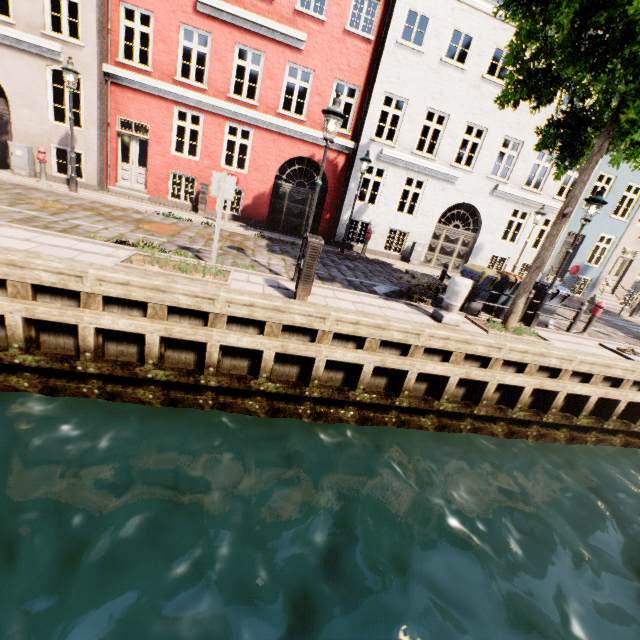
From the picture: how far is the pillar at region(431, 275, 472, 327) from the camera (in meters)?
7.13

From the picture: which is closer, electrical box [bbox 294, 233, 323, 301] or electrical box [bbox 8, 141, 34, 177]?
electrical box [bbox 294, 233, 323, 301]

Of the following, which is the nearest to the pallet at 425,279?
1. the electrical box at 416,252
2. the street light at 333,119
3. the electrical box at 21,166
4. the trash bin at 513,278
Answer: the trash bin at 513,278

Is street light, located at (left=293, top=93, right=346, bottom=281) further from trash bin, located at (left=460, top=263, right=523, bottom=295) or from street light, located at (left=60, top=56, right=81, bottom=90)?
street light, located at (left=60, top=56, right=81, bottom=90)

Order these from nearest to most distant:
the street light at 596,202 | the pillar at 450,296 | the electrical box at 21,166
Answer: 1. the pillar at 450,296
2. the street light at 596,202
3. the electrical box at 21,166

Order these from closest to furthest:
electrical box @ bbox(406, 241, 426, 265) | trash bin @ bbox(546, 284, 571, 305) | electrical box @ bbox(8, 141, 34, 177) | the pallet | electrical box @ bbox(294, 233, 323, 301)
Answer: electrical box @ bbox(294, 233, 323, 301) < the pallet < trash bin @ bbox(546, 284, 571, 305) < electrical box @ bbox(8, 141, 34, 177) < electrical box @ bbox(406, 241, 426, 265)

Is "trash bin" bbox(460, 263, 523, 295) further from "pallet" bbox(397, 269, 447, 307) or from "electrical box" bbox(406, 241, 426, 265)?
Result: "electrical box" bbox(406, 241, 426, 265)

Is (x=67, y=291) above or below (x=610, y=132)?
below
